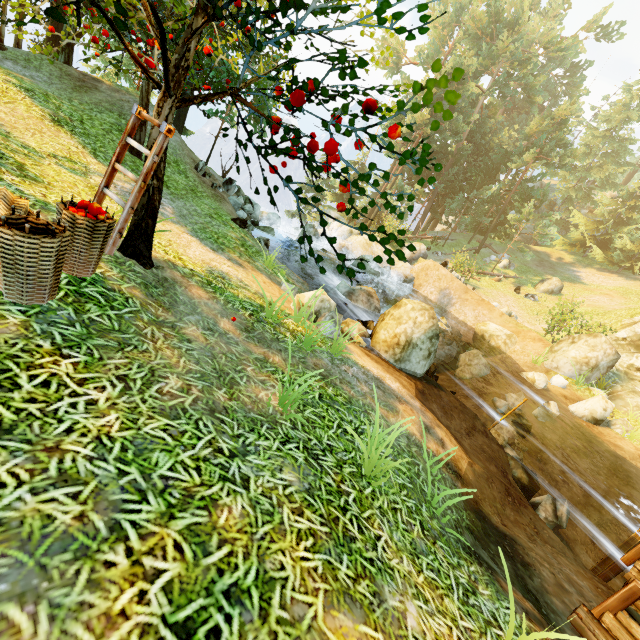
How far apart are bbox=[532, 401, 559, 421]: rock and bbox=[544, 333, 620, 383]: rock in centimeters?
446cm

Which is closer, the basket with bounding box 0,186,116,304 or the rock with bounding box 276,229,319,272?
the basket with bounding box 0,186,116,304

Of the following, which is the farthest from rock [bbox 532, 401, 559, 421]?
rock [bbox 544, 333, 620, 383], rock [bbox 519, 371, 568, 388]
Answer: rock [bbox 544, 333, 620, 383]

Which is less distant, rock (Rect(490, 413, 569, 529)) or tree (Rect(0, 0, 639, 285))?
tree (Rect(0, 0, 639, 285))

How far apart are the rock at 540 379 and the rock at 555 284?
15.5m

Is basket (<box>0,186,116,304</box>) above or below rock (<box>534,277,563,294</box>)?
A: below

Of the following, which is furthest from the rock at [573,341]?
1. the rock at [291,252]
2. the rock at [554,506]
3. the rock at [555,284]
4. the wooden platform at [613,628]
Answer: the rock at [555,284]

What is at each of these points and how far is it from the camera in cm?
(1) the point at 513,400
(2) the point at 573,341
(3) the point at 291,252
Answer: (1) rock, 1195
(2) rock, 1538
(3) rock, 1870
